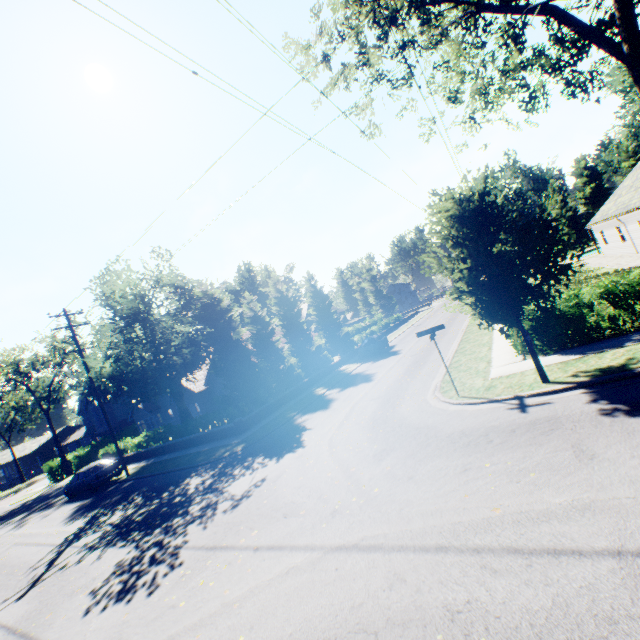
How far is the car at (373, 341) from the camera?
28.73m

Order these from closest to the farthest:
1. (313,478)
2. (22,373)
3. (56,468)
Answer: (313,478)
(56,468)
(22,373)

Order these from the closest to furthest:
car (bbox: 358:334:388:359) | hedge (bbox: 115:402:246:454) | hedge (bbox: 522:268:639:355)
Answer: hedge (bbox: 522:268:639:355)
hedge (bbox: 115:402:246:454)
car (bbox: 358:334:388:359)

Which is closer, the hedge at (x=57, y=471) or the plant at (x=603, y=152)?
the hedge at (x=57, y=471)

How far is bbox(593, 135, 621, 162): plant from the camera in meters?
56.7

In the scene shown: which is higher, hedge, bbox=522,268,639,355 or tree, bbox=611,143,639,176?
tree, bbox=611,143,639,176

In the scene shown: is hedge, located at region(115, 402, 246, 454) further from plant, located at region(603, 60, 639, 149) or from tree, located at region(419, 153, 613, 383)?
plant, located at region(603, 60, 639, 149)

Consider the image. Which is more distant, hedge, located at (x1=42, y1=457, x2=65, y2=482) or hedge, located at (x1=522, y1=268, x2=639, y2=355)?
hedge, located at (x1=42, y1=457, x2=65, y2=482)
